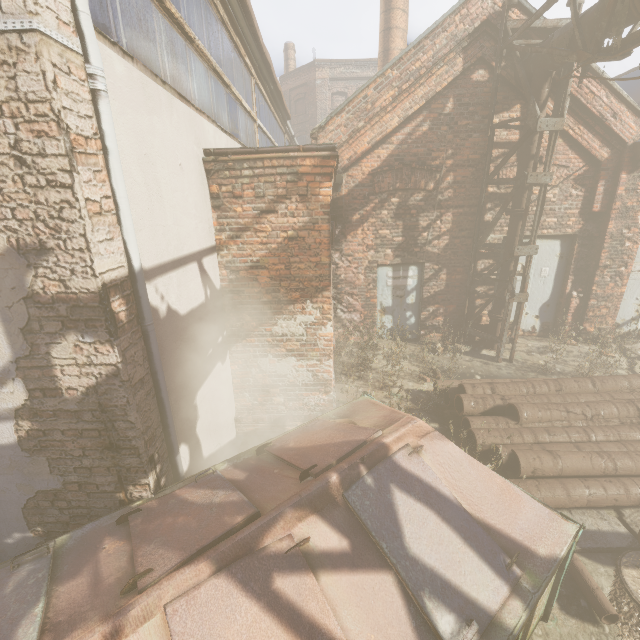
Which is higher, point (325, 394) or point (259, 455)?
point (259, 455)

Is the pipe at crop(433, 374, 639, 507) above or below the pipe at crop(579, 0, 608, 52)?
below

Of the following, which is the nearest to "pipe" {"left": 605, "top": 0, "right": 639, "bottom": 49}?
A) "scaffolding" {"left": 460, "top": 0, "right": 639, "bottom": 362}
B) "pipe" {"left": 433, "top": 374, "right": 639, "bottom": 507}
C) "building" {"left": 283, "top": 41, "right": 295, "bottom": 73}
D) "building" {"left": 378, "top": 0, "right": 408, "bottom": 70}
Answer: "scaffolding" {"left": 460, "top": 0, "right": 639, "bottom": 362}

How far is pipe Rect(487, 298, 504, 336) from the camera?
7.42m

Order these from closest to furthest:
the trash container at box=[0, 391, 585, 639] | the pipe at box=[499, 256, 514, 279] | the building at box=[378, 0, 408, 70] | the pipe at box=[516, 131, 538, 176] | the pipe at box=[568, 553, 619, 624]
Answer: the trash container at box=[0, 391, 585, 639] → the pipe at box=[568, 553, 619, 624] → the pipe at box=[516, 131, 538, 176] → the pipe at box=[499, 256, 514, 279] → the building at box=[378, 0, 408, 70]

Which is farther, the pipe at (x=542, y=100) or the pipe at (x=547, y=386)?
the pipe at (x=542, y=100)

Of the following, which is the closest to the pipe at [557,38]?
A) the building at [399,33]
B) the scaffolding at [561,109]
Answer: the scaffolding at [561,109]
